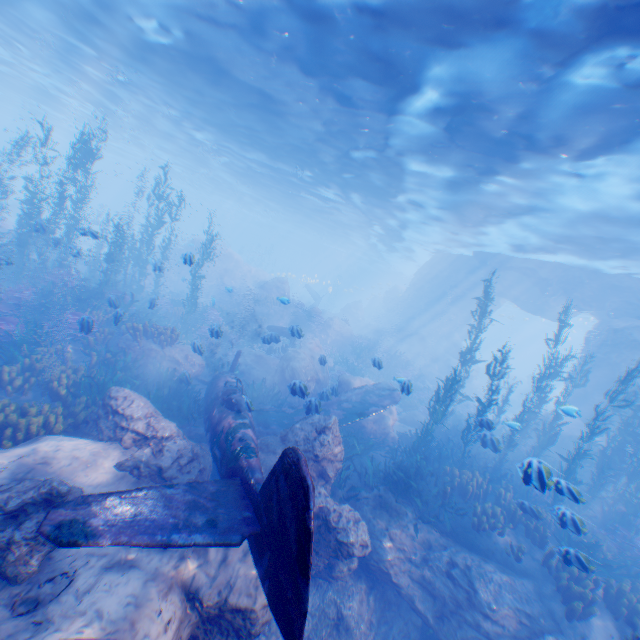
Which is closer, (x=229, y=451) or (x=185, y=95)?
(x=229, y=451)

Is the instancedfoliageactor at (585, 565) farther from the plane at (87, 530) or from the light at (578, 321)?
the light at (578, 321)

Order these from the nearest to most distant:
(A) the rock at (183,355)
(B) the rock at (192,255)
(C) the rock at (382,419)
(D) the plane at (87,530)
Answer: (D) the plane at (87,530), (B) the rock at (192,255), (A) the rock at (183,355), (C) the rock at (382,419)

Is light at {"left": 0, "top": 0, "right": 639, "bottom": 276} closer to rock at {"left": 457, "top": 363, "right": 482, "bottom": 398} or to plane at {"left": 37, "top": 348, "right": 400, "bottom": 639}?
rock at {"left": 457, "top": 363, "right": 482, "bottom": 398}

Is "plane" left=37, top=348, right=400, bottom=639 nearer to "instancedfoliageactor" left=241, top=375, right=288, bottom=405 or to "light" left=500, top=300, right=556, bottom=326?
"instancedfoliageactor" left=241, top=375, right=288, bottom=405

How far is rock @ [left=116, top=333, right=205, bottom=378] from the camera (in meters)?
12.12

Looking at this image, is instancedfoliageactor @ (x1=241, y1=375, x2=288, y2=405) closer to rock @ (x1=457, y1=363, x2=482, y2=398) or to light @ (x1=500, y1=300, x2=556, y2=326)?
rock @ (x1=457, y1=363, x2=482, y2=398)

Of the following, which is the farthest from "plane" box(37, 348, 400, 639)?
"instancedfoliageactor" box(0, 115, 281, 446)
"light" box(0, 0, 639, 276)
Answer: "light" box(0, 0, 639, 276)
